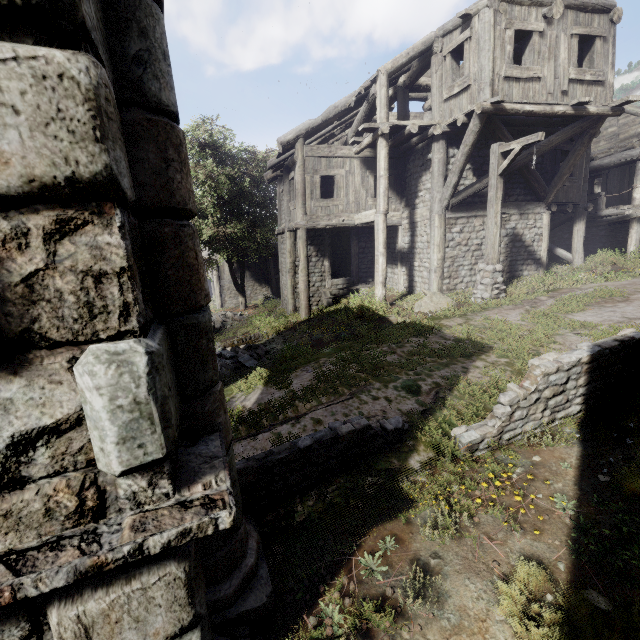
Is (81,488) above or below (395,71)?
below

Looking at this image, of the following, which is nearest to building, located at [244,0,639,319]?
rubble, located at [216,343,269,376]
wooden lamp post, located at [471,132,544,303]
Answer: wooden lamp post, located at [471,132,544,303]

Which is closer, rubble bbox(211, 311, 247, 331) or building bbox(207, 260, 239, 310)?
rubble bbox(211, 311, 247, 331)

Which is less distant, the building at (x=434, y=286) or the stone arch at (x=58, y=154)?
the stone arch at (x=58, y=154)

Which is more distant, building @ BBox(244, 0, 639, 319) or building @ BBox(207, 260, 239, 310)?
building @ BBox(207, 260, 239, 310)

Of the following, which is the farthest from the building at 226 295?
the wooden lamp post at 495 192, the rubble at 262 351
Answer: the rubble at 262 351

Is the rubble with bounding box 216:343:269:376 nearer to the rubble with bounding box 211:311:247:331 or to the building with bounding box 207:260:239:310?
the building with bounding box 207:260:239:310

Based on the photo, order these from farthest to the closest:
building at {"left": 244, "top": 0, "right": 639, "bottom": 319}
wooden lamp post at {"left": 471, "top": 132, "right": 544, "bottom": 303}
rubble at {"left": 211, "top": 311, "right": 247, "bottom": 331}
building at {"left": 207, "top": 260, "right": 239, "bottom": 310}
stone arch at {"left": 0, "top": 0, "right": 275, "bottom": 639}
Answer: building at {"left": 207, "top": 260, "right": 239, "bottom": 310}
rubble at {"left": 211, "top": 311, "right": 247, "bottom": 331}
building at {"left": 244, "top": 0, "right": 639, "bottom": 319}
wooden lamp post at {"left": 471, "top": 132, "right": 544, "bottom": 303}
stone arch at {"left": 0, "top": 0, "right": 275, "bottom": 639}
